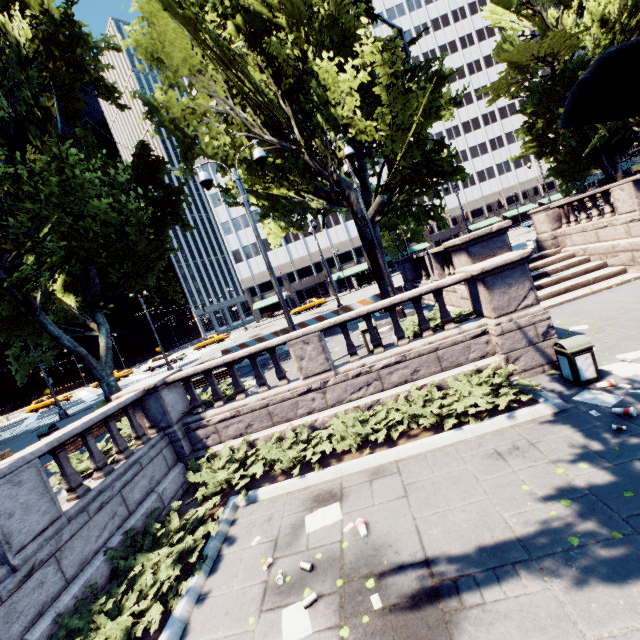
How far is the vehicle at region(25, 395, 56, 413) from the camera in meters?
38.8 m

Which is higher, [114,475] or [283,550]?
[114,475]

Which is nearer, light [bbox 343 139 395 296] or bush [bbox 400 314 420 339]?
bush [bbox 400 314 420 339]

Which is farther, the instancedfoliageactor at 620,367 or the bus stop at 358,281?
the bus stop at 358,281

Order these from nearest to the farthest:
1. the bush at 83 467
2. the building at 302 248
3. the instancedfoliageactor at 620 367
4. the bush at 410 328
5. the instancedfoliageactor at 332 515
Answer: the instancedfoliageactor at 332 515 → the instancedfoliageactor at 620 367 → the bush at 83 467 → the bush at 410 328 → the building at 302 248

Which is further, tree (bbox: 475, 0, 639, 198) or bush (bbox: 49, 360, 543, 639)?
bush (bbox: 49, 360, 543, 639)

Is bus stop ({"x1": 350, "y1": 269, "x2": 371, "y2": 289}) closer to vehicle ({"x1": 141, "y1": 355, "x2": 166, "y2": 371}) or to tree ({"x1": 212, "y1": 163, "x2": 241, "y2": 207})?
tree ({"x1": 212, "y1": 163, "x2": 241, "y2": 207})

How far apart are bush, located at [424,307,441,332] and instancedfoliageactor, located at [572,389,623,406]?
3.3m
